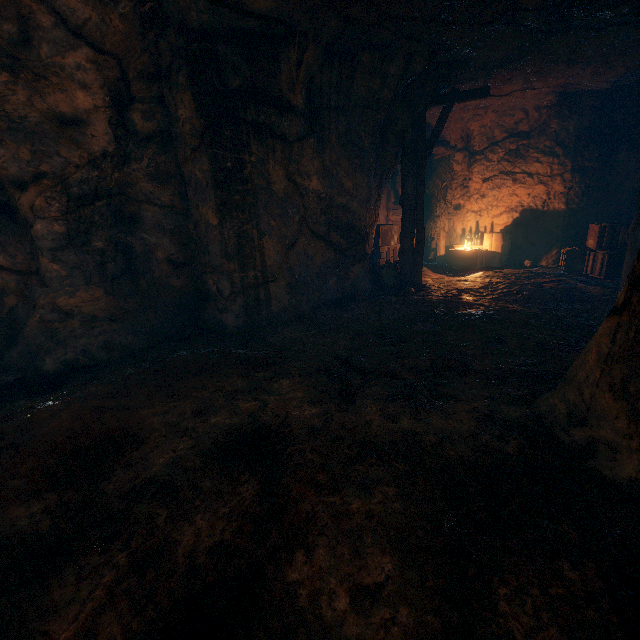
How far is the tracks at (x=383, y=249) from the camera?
10.77m

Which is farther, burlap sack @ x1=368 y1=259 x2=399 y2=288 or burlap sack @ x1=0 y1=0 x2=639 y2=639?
burlap sack @ x1=368 y1=259 x2=399 y2=288

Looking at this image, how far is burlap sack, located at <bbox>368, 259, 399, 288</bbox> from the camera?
8.3 meters

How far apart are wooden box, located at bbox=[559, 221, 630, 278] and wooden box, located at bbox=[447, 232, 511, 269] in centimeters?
157cm

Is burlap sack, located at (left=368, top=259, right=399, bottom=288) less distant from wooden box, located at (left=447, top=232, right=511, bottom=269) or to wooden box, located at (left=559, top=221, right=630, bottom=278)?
wooden box, located at (left=559, top=221, right=630, bottom=278)

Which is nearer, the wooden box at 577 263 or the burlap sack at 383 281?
the wooden box at 577 263

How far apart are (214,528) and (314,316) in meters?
4.4

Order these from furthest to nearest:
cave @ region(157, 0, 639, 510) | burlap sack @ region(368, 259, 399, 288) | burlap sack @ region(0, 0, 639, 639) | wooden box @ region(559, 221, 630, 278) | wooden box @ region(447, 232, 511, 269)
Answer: wooden box @ region(447, 232, 511, 269) < burlap sack @ region(368, 259, 399, 288) < wooden box @ region(559, 221, 630, 278) < cave @ region(157, 0, 639, 510) < burlap sack @ region(0, 0, 639, 639)
